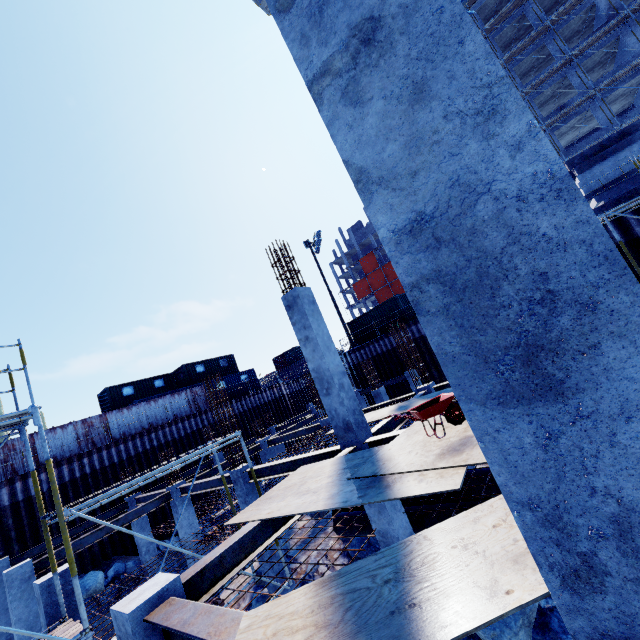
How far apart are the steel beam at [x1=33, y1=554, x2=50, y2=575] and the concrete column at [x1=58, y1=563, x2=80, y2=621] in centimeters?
456cm

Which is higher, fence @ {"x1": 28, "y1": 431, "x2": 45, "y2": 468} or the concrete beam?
the concrete beam

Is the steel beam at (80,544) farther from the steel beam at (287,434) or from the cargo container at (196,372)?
the cargo container at (196,372)

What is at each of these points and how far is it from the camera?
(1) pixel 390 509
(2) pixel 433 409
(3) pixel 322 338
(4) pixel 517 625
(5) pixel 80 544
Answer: (1) concrete column, 7.3m
(2) wheelbarrow, 5.3m
(3) concrete column, 8.1m
(4) compgrassrocksplants, 6.1m
(5) steel beam, 10.9m

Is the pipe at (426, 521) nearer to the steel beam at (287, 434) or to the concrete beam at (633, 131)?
the steel beam at (287, 434)

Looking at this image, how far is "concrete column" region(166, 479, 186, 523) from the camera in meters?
13.2 m

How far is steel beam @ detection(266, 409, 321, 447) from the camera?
15.50m

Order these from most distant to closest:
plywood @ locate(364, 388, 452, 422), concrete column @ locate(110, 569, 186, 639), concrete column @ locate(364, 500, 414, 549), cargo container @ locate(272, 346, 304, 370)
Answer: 1. cargo container @ locate(272, 346, 304, 370)
2. plywood @ locate(364, 388, 452, 422)
3. concrete column @ locate(364, 500, 414, 549)
4. concrete column @ locate(110, 569, 186, 639)
